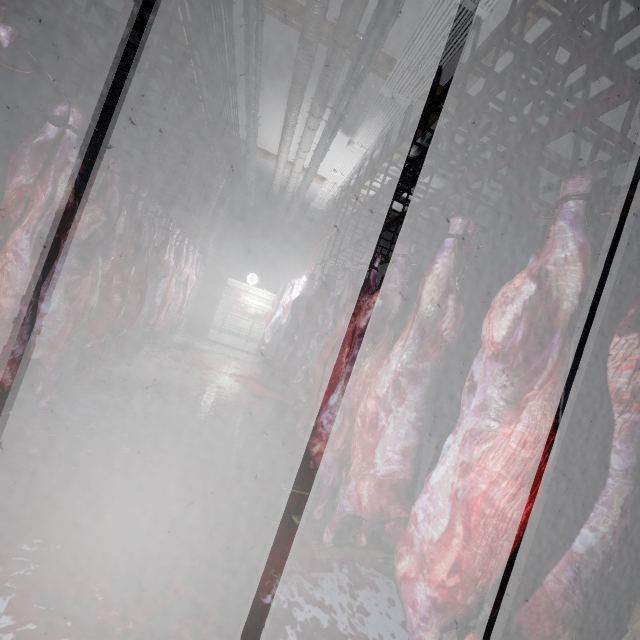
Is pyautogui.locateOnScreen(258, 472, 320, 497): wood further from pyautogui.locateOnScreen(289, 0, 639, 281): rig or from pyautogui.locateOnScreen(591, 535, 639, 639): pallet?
pyautogui.locateOnScreen(289, 0, 639, 281): rig

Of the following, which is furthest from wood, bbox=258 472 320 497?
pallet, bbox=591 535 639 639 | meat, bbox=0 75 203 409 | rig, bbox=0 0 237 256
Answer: rig, bbox=0 0 237 256

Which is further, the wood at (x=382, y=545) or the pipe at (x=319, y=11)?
the pipe at (x=319, y=11)

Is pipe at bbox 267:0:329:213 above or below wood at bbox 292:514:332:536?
above

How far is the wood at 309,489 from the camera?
2.7 meters

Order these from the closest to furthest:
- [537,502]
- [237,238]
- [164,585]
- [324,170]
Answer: [537,502]
[164,585]
[324,170]
[237,238]

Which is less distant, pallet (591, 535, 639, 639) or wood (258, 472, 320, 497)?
pallet (591, 535, 639, 639)

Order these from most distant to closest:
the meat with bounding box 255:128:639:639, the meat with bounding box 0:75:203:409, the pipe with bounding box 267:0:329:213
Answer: the pipe with bounding box 267:0:329:213, the meat with bounding box 0:75:203:409, the meat with bounding box 255:128:639:639
